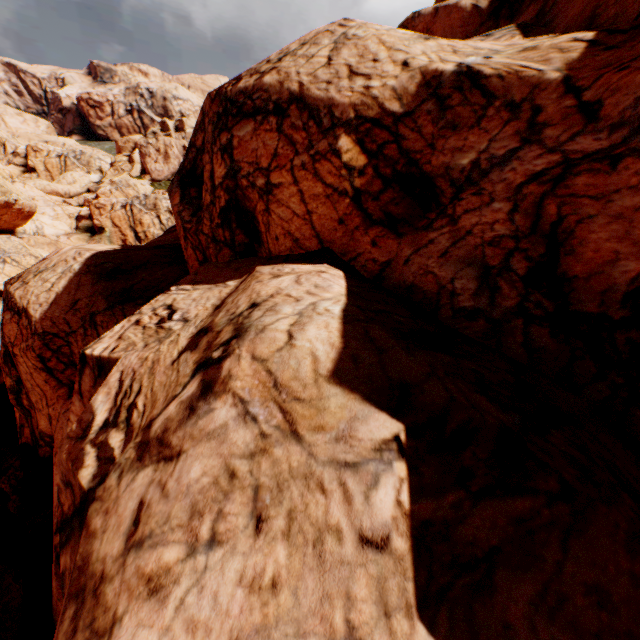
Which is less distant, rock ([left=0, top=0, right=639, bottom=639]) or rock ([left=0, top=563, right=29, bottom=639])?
rock ([left=0, top=0, right=639, bottom=639])

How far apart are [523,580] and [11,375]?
23.28m

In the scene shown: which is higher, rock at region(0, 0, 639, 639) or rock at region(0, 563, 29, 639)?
rock at region(0, 0, 639, 639)

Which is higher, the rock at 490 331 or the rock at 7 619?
the rock at 490 331

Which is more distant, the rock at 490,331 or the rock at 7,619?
the rock at 7,619
